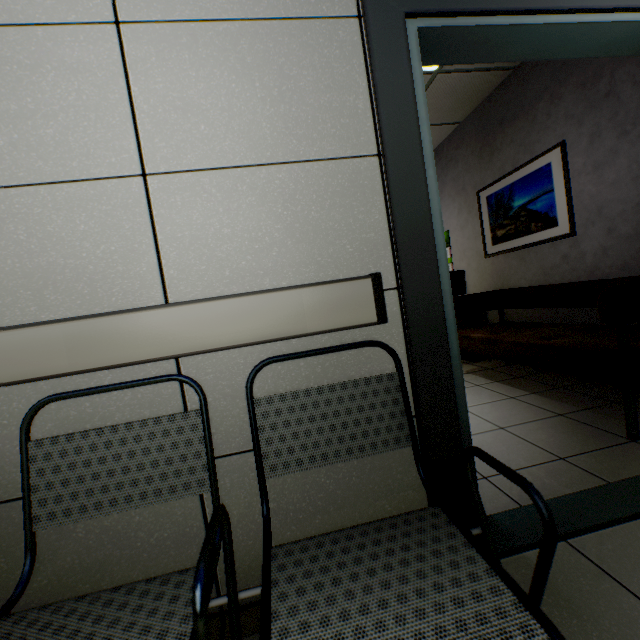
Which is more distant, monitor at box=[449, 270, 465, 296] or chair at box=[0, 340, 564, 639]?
monitor at box=[449, 270, 465, 296]

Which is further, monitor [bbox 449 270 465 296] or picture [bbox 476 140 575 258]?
monitor [bbox 449 270 465 296]

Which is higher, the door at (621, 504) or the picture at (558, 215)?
the picture at (558, 215)

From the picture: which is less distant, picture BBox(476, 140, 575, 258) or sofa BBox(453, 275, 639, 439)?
sofa BBox(453, 275, 639, 439)

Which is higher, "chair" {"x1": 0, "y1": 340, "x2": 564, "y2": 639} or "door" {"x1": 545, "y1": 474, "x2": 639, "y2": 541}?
"chair" {"x1": 0, "y1": 340, "x2": 564, "y2": 639}

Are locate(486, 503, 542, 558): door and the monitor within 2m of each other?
no

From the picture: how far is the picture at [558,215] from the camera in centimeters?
309cm

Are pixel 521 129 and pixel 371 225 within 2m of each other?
no
